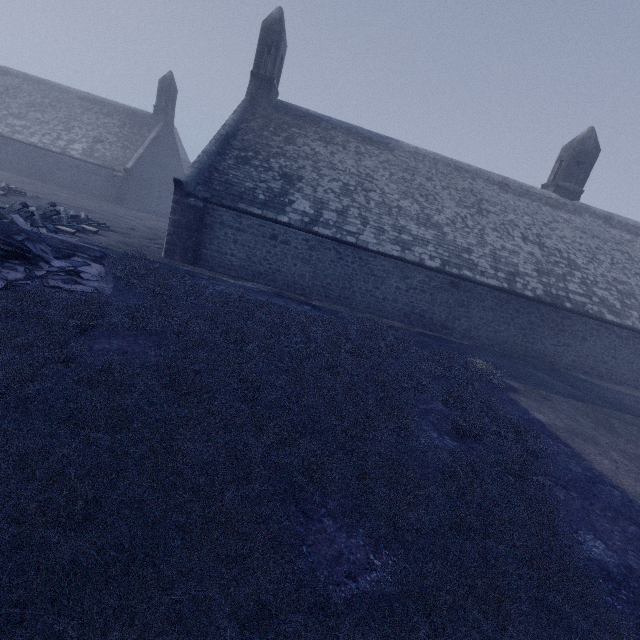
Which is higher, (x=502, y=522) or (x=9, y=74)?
(x=9, y=74)
